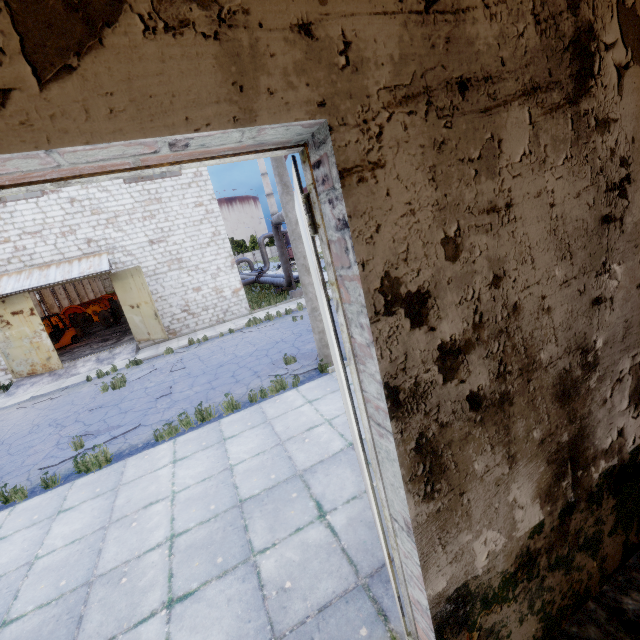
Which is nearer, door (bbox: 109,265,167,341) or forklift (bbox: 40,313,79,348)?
door (bbox: 109,265,167,341)

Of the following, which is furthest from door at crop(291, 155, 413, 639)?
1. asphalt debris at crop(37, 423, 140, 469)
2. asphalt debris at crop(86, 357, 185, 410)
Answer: asphalt debris at crop(86, 357, 185, 410)

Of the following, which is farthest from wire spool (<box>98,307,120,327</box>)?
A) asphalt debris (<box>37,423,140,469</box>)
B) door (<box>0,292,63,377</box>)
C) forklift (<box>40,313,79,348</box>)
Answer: asphalt debris (<box>37,423,140,469</box>)

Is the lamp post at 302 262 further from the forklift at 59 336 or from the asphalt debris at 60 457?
the forklift at 59 336

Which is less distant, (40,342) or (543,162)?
(543,162)

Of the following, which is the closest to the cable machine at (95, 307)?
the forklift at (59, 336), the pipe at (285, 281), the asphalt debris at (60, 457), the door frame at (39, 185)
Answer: the forklift at (59, 336)

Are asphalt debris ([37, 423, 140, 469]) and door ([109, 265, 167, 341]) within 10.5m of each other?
yes

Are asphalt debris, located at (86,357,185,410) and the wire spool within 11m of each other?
no
